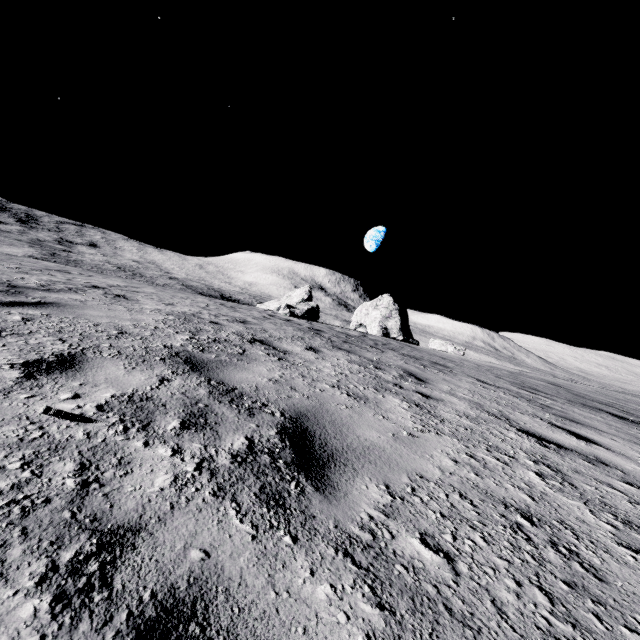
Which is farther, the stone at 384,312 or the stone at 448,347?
the stone at 384,312

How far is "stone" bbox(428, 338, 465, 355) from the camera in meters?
28.5 m

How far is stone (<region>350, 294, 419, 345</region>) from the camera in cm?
3644

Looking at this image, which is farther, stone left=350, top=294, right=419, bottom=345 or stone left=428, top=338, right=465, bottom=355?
stone left=350, top=294, right=419, bottom=345

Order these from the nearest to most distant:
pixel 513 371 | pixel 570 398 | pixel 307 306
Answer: pixel 570 398 → pixel 513 371 → pixel 307 306

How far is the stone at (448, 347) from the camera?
28.5 meters
